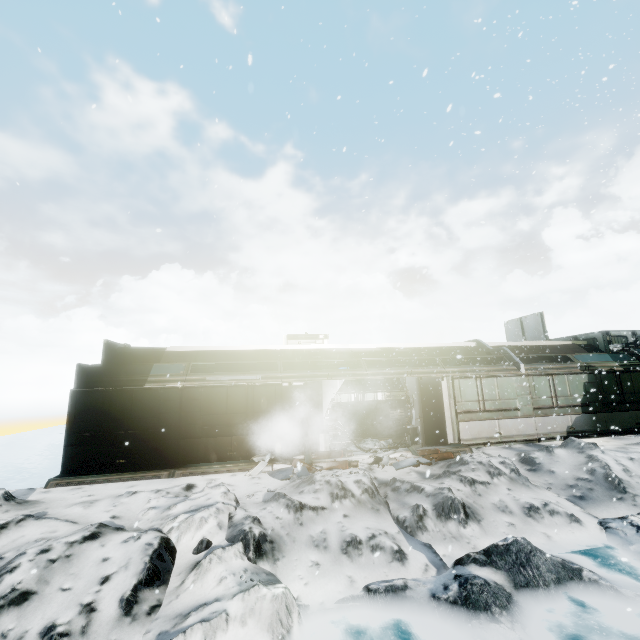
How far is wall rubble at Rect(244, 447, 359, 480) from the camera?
10.2m

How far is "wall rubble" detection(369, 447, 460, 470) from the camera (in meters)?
10.59

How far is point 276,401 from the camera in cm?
1207

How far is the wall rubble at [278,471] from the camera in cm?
1018

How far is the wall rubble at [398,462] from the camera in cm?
1059
